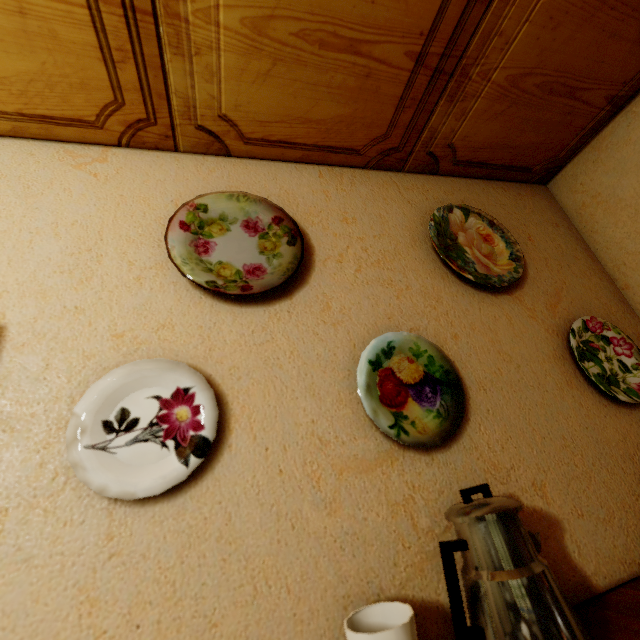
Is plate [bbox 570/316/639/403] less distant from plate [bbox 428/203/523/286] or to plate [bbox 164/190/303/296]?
plate [bbox 428/203/523/286]

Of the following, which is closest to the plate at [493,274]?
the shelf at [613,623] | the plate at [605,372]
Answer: the plate at [605,372]

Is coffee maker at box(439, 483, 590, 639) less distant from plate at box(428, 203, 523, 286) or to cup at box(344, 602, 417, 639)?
cup at box(344, 602, 417, 639)

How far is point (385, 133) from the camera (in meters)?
1.13

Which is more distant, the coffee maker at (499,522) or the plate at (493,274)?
the plate at (493,274)

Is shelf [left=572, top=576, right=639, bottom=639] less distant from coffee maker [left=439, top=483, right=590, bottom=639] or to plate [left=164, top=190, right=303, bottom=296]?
coffee maker [left=439, top=483, right=590, bottom=639]

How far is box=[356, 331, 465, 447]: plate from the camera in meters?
0.8 m

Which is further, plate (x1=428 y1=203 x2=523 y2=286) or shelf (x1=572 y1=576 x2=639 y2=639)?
plate (x1=428 y1=203 x2=523 y2=286)
